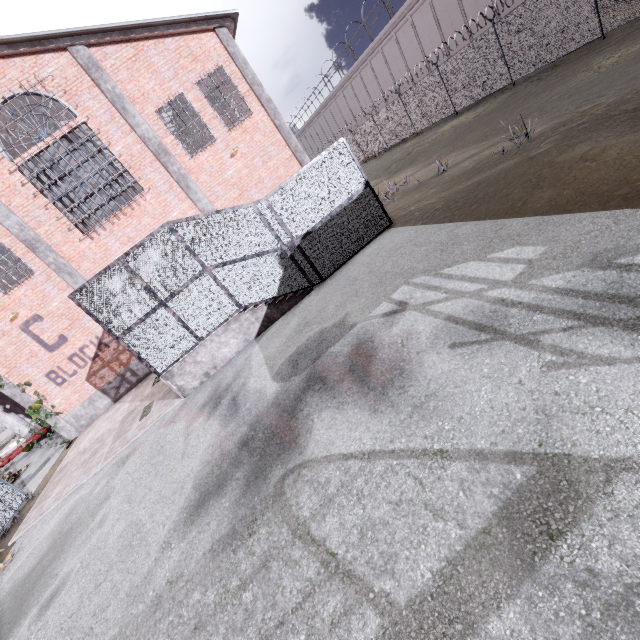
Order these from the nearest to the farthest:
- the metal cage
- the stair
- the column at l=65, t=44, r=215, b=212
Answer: the metal cage < the stair < the column at l=65, t=44, r=215, b=212

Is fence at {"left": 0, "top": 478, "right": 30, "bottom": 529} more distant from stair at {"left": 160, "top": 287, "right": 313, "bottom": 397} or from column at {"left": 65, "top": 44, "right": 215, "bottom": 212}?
column at {"left": 65, "top": 44, "right": 215, "bottom": 212}

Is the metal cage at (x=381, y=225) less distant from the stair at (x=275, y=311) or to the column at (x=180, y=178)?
the stair at (x=275, y=311)

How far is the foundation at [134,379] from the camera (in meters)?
14.14

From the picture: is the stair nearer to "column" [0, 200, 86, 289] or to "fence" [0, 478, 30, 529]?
"column" [0, 200, 86, 289]

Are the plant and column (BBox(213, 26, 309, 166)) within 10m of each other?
no

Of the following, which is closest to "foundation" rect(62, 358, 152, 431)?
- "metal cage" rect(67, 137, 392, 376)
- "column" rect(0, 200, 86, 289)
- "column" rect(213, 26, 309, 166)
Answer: "column" rect(0, 200, 86, 289)

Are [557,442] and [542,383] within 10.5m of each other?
yes
